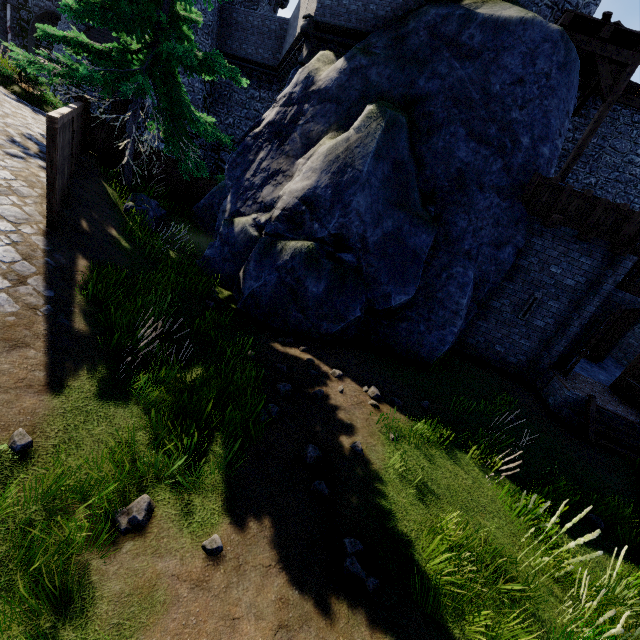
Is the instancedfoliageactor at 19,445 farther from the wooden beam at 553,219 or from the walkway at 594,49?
the walkway at 594,49

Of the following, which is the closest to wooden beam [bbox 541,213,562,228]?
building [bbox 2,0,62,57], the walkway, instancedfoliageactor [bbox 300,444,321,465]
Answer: the walkway

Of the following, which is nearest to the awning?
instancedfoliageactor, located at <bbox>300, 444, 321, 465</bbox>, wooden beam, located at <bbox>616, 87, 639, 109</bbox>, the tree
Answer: the tree

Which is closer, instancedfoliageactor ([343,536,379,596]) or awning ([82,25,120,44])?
instancedfoliageactor ([343,536,379,596])

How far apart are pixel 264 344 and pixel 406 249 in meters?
4.5

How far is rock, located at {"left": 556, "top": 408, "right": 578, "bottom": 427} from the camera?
9.1 meters

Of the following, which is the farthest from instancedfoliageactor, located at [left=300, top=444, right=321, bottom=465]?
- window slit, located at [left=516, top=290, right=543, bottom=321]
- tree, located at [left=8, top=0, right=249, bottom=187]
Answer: tree, located at [left=8, top=0, right=249, bottom=187]

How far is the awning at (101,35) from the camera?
21.31m
